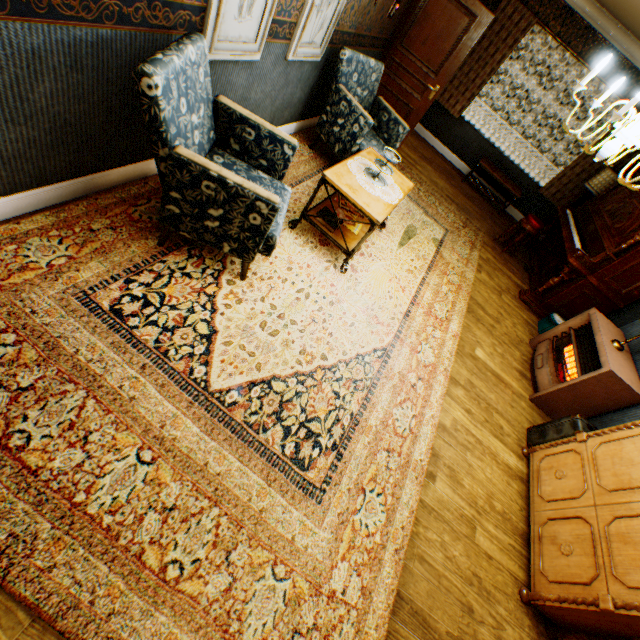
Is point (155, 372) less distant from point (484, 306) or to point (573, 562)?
point (573, 562)

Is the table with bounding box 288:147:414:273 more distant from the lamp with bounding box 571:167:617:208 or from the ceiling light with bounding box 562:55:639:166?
the lamp with bounding box 571:167:617:208

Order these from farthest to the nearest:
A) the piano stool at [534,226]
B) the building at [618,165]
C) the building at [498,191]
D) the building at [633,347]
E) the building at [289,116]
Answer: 1. the building at [498,191]
2. the building at [618,165]
3. the piano stool at [534,226]
4. the building at [633,347]
5. the building at [289,116]

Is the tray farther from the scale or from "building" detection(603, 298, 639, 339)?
the scale

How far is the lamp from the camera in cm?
612

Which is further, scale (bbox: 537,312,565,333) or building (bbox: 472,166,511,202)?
building (bbox: 472,166,511,202)

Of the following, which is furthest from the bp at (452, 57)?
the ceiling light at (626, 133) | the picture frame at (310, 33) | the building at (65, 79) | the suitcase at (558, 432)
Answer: the suitcase at (558, 432)

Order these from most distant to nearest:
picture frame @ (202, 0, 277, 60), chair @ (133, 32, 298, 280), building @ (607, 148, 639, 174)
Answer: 1. building @ (607, 148, 639, 174)
2. picture frame @ (202, 0, 277, 60)
3. chair @ (133, 32, 298, 280)
